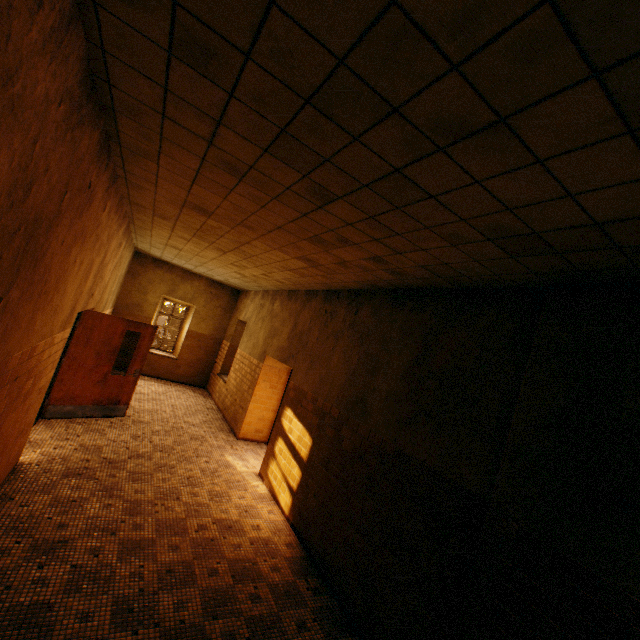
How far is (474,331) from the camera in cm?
345

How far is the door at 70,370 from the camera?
5.9m

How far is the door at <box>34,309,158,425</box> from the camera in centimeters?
591cm
